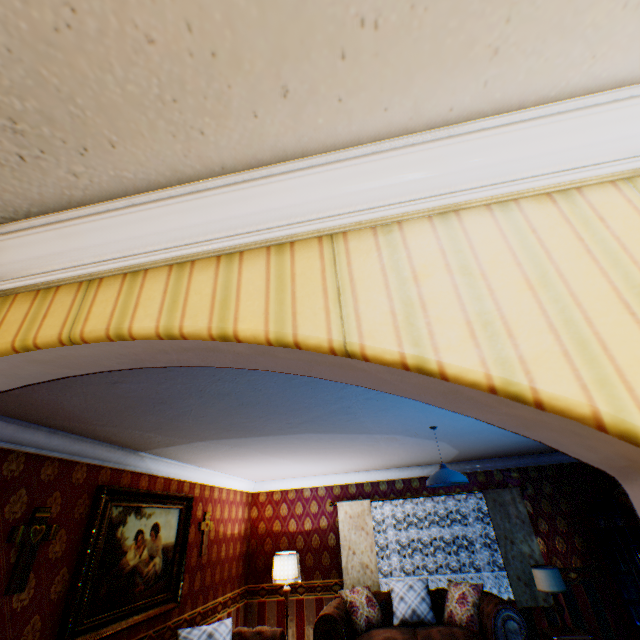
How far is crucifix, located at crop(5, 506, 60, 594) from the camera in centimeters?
271cm

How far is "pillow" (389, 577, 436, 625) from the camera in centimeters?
540cm

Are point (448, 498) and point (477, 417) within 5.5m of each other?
no

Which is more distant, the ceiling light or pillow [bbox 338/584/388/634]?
pillow [bbox 338/584/388/634]

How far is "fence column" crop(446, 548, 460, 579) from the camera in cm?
1197

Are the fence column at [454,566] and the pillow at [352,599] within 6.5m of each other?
no

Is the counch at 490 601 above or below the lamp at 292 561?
below

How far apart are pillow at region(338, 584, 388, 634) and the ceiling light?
3.3 meters
